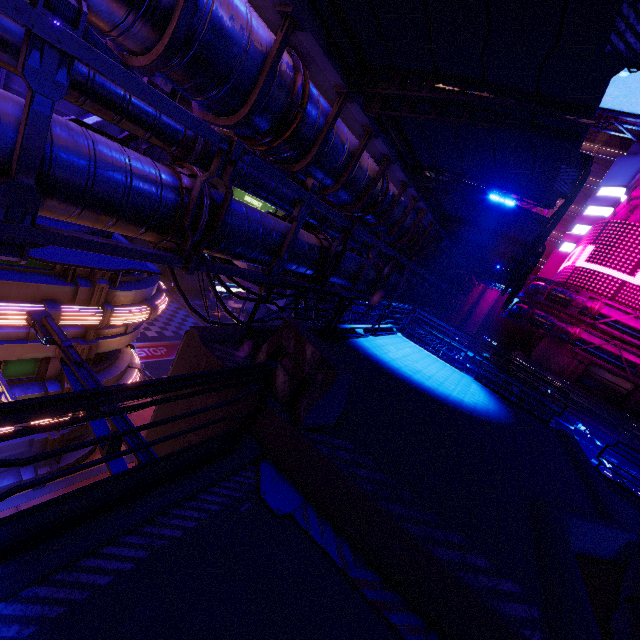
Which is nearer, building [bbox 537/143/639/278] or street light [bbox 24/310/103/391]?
street light [bbox 24/310/103/391]

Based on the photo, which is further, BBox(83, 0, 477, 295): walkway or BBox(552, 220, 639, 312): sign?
BBox(552, 220, 639, 312): sign

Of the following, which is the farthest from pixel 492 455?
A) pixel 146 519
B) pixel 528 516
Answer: pixel 146 519

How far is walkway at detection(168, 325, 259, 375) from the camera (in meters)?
4.75

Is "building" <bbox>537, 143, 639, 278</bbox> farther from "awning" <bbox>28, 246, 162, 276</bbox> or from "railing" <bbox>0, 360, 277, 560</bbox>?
"railing" <bbox>0, 360, 277, 560</bbox>

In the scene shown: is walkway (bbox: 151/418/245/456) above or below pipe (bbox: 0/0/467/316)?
below

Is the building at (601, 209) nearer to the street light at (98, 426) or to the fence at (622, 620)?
the fence at (622, 620)

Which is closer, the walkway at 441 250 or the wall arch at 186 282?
the walkway at 441 250
